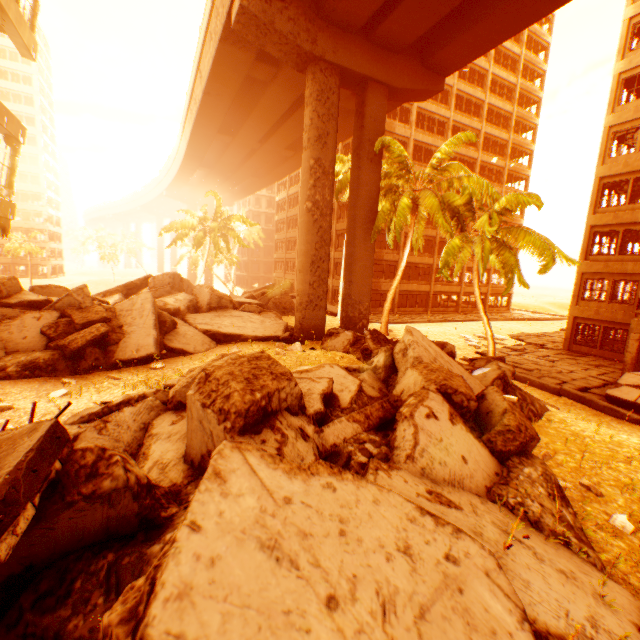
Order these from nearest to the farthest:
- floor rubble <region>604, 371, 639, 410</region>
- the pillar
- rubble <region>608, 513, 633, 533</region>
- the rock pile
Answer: the rock pile
rubble <region>608, 513, 633, 533</region>
floor rubble <region>604, 371, 639, 410</region>
the pillar

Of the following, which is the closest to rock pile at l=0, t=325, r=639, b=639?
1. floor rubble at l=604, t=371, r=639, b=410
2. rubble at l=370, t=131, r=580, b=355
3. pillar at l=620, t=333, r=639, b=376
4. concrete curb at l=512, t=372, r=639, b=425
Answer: concrete curb at l=512, t=372, r=639, b=425

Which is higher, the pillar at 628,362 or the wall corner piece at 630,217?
the wall corner piece at 630,217

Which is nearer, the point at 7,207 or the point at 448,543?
the point at 448,543

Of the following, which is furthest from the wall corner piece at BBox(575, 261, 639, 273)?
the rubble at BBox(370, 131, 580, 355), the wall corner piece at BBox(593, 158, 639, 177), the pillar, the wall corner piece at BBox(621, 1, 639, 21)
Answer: the wall corner piece at BBox(621, 1, 639, 21)

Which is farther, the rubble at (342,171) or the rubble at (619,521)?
the rubble at (342,171)

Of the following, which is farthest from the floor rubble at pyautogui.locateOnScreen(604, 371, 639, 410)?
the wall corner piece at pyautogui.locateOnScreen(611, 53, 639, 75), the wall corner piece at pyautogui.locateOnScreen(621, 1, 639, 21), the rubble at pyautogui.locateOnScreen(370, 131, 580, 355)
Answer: the wall corner piece at pyautogui.locateOnScreen(621, 1, 639, 21)

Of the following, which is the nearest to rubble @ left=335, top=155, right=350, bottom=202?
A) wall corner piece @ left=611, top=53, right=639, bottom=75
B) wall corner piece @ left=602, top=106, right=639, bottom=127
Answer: wall corner piece @ left=602, top=106, right=639, bottom=127
